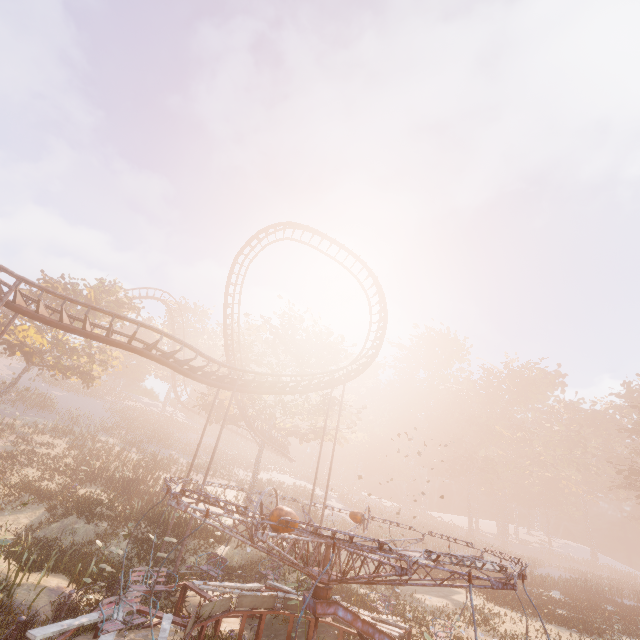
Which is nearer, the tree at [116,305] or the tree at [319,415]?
the tree at [319,415]

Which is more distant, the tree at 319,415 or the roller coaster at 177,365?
the tree at 319,415

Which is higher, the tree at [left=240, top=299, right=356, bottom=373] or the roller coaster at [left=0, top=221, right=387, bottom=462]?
the tree at [left=240, top=299, right=356, bottom=373]

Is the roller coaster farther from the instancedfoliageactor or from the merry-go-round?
the instancedfoliageactor

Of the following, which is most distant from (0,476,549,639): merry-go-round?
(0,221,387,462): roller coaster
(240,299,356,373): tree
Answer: (240,299,356,373): tree

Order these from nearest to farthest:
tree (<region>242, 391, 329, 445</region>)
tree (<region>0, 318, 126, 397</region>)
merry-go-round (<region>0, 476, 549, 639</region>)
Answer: merry-go-round (<region>0, 476, 549, 639</region>) → tree (<region>0, 318, 126, 397</region>) → tree (<region>242, 391, 329, 445</region>)

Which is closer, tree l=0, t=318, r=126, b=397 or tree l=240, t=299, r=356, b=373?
tree l=0, t=318, r=126, b=397

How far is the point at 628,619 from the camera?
22.2m
